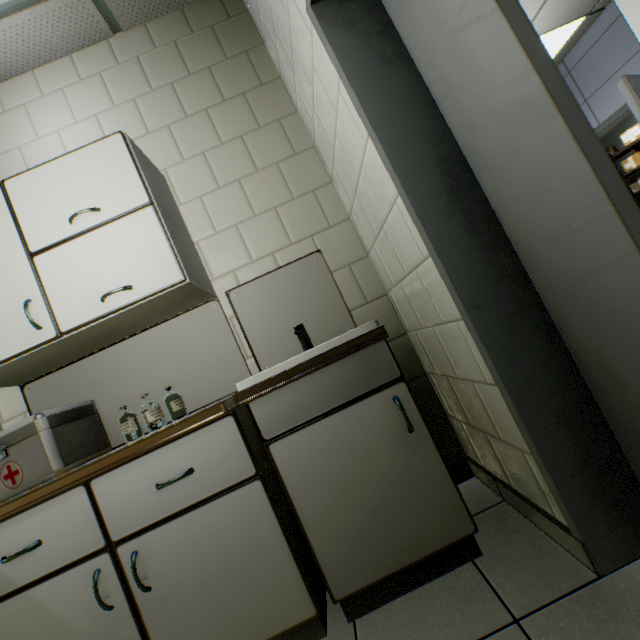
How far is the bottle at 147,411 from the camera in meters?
1.5 m

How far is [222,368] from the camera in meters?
1.8 m

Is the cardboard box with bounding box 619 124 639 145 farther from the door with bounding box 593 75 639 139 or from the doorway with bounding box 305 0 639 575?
the doorway with bounding box 305 0 639 575

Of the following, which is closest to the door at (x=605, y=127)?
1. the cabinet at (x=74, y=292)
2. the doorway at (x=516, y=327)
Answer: the doorway at (x=516, y=327)

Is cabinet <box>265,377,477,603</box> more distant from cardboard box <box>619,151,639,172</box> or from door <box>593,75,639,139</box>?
cardboard box <box>619,151,639,172</box>

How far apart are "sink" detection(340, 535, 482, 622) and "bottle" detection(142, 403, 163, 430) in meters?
0.6

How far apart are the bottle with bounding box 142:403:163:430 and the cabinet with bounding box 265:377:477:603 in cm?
77

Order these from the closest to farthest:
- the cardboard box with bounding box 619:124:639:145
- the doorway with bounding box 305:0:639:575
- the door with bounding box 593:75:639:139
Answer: the doorway with bounding box 305:0:639:575 → the door with bounding box 593:75:639:139 → the cardboard box with bounding box 619:124:639:145
